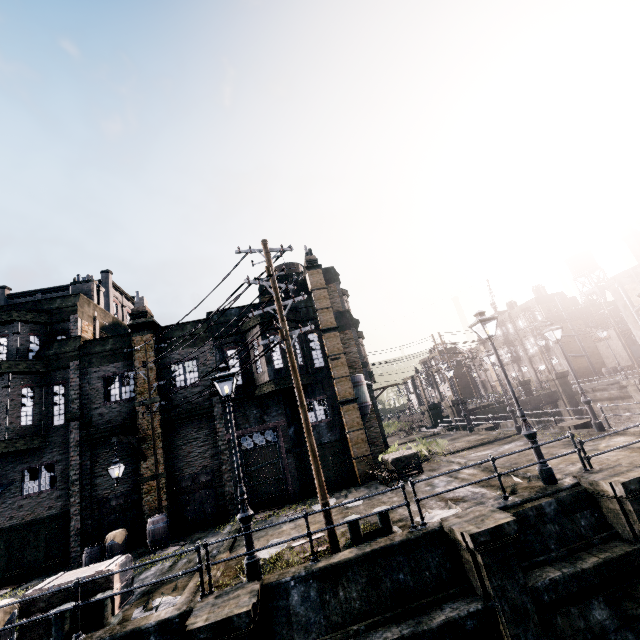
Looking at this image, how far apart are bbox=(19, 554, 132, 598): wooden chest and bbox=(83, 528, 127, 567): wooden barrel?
4.9 meters

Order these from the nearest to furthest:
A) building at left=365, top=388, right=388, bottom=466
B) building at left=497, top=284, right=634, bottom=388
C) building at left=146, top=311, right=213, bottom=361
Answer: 1. building at left=146, top=311, right=213, bottom=361
2. building at left=365, top=388, right=388, bottom=466
3. building at left=497, top=284, right=634, bottom=388

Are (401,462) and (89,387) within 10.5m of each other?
no

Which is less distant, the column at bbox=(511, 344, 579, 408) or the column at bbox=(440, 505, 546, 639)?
the column at bbox=(440, 505, 546, 639)

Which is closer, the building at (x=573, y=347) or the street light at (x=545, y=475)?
the street light at (x=545, y=475)

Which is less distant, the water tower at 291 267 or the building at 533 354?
the water tower at 291 267

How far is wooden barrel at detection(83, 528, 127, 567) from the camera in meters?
14.0

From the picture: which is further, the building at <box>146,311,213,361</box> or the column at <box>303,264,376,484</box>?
the building at <box>146,311,213,361</box>
